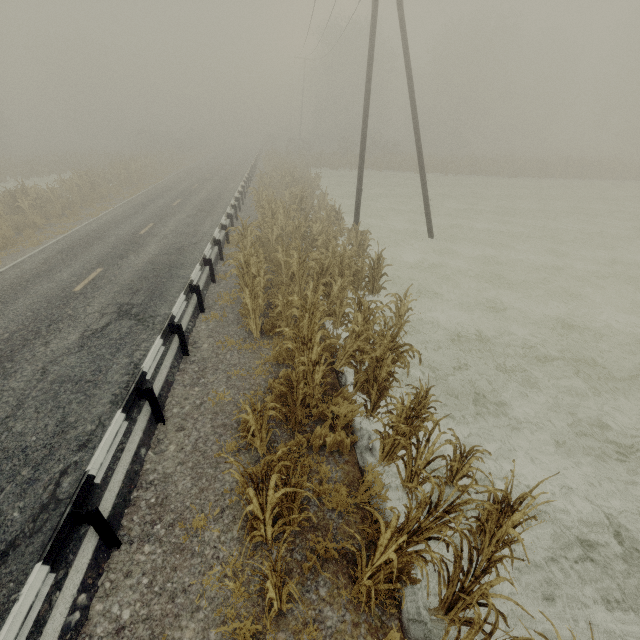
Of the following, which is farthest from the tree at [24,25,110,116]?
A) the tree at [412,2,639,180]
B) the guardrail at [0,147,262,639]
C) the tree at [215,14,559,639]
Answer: the tree at [412,2,639,180]

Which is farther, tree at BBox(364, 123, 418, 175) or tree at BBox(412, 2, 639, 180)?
tree at BBox(364, 123, 418, 175)

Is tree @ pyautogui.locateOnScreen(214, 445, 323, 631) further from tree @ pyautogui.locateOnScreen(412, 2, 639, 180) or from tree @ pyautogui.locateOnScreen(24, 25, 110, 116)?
tree @ pyautogui.locateOnScreen(24, 25, 110, 116)

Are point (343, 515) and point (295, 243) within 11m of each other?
yes

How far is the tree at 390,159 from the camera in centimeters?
3603cm

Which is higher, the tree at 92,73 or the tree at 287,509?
the tree at 92,73

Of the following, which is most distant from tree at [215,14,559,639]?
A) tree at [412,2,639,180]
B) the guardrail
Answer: tree at [412,2,639,180]
